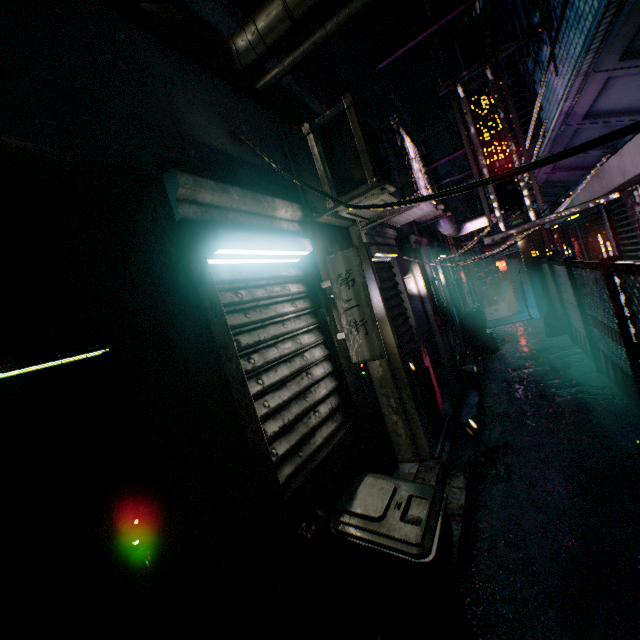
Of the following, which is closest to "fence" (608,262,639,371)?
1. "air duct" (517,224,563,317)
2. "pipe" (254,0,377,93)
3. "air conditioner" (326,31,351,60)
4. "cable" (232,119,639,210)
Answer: "cable" (232,119,639,210)

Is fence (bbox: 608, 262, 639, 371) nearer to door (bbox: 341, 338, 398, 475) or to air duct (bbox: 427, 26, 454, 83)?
door (bbox: 341, 338, 398, 475)

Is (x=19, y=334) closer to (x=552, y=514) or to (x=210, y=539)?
(x=210, y=539)

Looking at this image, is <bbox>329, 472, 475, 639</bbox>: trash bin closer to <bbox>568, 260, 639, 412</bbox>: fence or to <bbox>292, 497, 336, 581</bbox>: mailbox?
<bbox>292, 497, 336, 581</bbox>: mailbox

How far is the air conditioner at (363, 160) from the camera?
2.37m

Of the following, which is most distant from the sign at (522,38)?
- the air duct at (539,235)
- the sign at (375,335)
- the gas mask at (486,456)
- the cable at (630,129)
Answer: the air duct at (539,235)

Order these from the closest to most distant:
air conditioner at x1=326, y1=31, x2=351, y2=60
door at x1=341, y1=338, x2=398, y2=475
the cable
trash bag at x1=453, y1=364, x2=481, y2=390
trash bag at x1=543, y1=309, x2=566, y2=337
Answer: the cable < door at x1=341, y1=338, x2=398, y2=475 < trash bag at x1=453, y1=364, x2=481, y2=390 < trash bag at x1=543, y1=309, x2=566, y2=337 < air conditioner at x1=326, y1=31, x2=351, y2=60

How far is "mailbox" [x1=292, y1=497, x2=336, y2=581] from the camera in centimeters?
157cm
